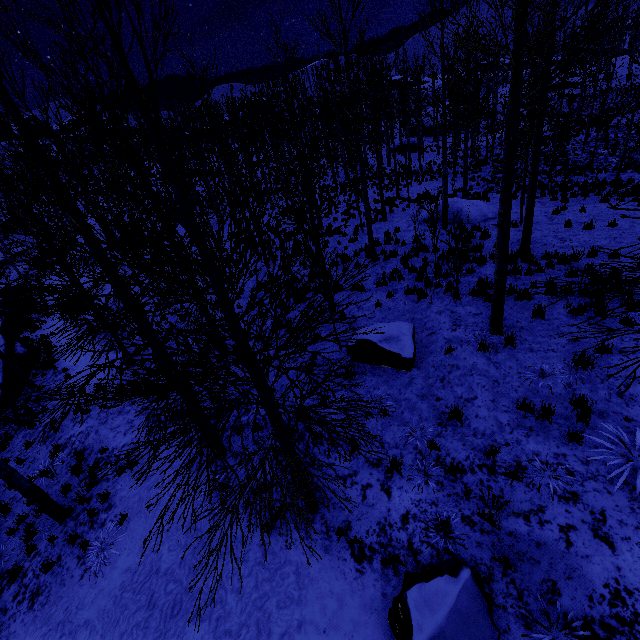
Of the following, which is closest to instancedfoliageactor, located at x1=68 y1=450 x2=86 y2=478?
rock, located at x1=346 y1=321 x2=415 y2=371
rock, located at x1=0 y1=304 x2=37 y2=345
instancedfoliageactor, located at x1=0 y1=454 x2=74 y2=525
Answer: rock, located at x1=346 y1=321 x2=415 y2=371

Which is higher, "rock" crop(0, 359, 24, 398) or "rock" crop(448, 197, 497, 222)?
"rock" crop(448, 197, 497, 222)

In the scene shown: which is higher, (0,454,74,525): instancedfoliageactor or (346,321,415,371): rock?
(346,321,415,371): rock

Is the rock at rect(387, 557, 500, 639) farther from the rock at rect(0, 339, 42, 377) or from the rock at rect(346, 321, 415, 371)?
the rock at rect(0, 339, 42, 377)

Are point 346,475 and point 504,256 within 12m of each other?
yes

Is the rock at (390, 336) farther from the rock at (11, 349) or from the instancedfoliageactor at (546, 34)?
the rock at (11, 349)

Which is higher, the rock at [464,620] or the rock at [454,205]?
the rock at [454,205]

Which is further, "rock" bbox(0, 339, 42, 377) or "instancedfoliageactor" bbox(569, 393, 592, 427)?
"rock" bbox(0, 339, 42, 377)
